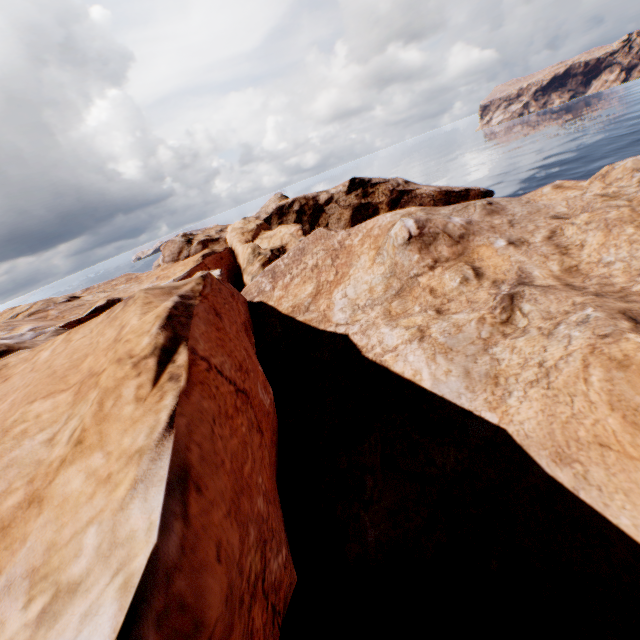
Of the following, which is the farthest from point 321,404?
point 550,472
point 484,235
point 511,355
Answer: point 484,235
